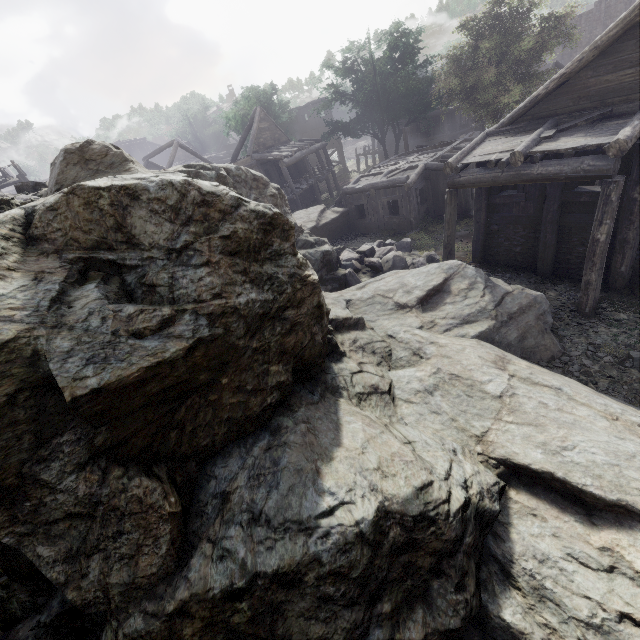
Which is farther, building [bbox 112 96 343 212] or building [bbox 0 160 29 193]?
building [bbox 112 96 343 212]

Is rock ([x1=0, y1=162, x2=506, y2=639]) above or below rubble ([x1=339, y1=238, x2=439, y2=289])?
above

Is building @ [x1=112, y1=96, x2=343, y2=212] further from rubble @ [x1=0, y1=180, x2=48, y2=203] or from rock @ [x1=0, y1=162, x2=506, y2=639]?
rubble @ [x1=0, y1=180, x2=48, y2=203]

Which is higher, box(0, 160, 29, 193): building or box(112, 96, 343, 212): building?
box(0, 160, 29, 193): building

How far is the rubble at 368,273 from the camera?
13.2m

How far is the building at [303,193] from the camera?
24.70m

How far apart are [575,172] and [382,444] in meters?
8.9
